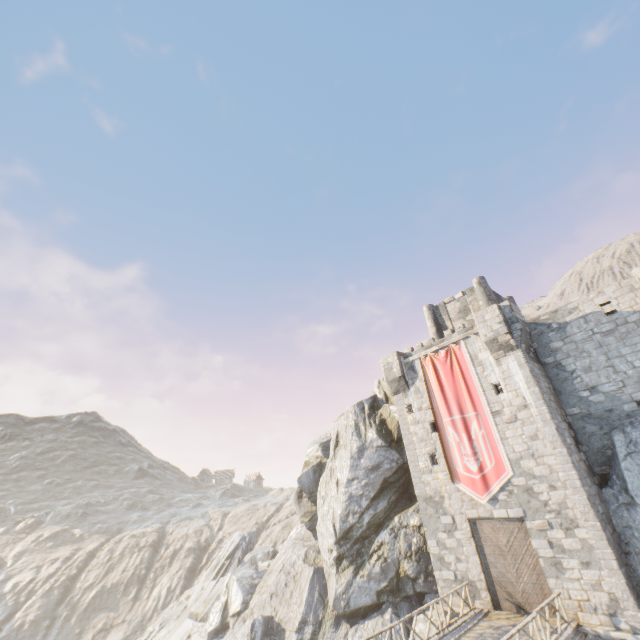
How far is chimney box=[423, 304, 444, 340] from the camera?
27.14m

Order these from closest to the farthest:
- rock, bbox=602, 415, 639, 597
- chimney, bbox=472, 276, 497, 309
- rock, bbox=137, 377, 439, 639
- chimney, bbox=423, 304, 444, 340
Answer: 1. rock, bbox=602, 415, 639, 597
2. rock, bbox=137, 377, 439, 639
3. chimney, bbox=472, 276, 497, 309
4. chimney, bbox=423, 304, 444, 340

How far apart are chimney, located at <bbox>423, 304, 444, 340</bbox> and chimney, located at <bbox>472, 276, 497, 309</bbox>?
3.2 meters

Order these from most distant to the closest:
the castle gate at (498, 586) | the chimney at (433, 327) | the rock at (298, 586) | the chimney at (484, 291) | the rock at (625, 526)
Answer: the chimney at (433, 327), the chimney at (484, 291), the rock at (298, 586), the castle gate at (498, 586), the rock at (625, 526)

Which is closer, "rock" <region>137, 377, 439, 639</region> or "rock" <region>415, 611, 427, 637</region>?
"rock" <region>415, 611, 427, 637</region>

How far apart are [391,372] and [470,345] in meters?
5.9

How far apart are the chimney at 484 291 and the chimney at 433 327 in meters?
3.2 m
